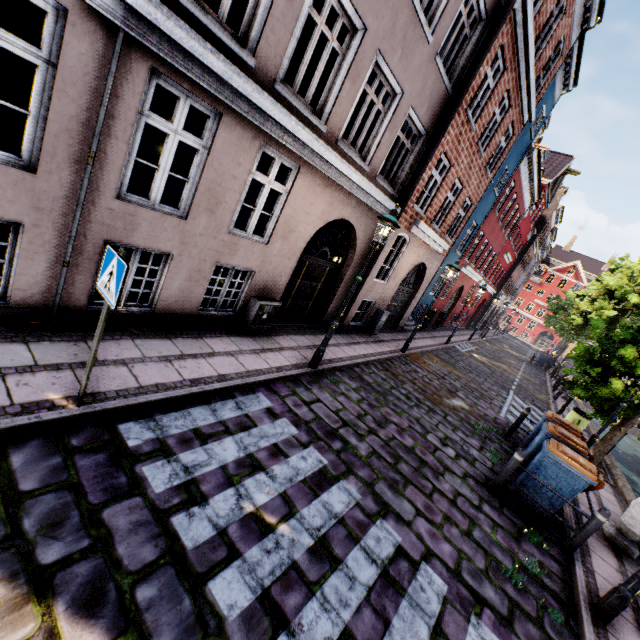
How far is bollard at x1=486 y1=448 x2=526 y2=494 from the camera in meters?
6.1

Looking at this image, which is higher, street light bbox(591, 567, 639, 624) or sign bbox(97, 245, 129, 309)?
sign bbox(97, 245, 129, 309)

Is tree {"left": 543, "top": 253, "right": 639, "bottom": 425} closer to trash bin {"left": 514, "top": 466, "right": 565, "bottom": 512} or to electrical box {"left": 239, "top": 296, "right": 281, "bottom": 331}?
trash bin {"left": 514, "top": 466, "right": 565, "bottom": 512}

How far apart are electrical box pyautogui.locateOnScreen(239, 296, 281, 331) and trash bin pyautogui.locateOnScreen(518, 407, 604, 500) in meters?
6.8 m

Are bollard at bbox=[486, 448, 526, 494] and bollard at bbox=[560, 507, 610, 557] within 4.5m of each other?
yes

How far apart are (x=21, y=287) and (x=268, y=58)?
5.0 meters

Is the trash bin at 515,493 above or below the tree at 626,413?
below

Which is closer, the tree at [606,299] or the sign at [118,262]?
the sign at [118,262]
